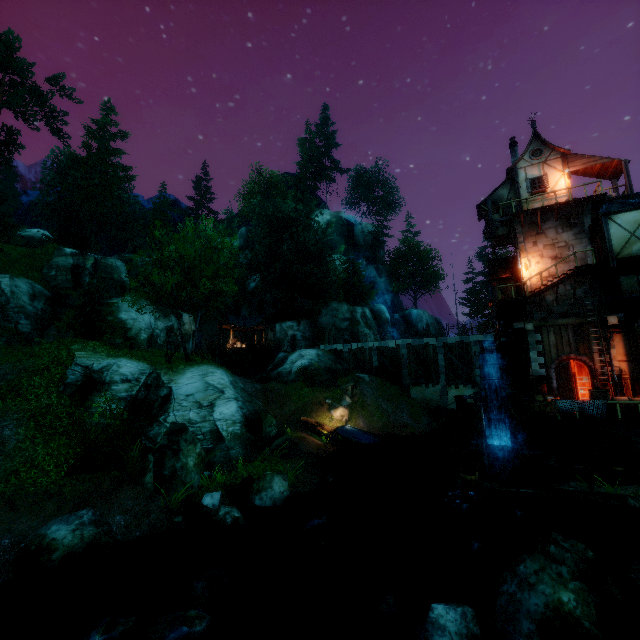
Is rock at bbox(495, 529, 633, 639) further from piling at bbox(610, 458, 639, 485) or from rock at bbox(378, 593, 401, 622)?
piling at bbox(610, 458, 639, 485)

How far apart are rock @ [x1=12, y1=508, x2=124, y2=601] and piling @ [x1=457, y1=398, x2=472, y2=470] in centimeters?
1974cm

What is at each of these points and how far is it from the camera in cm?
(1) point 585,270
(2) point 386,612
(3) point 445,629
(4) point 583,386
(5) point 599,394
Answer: (1) wooden platform, 1894
(2) rock, 865
(3) rock, 570
(4) door, 1905
(5) box, 1614

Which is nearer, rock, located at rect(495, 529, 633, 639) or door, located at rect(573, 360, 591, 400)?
rock, located at rect(495, 529, 633, 639)

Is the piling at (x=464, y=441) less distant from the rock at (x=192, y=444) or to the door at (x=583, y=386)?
the door at (x=583, y=386)

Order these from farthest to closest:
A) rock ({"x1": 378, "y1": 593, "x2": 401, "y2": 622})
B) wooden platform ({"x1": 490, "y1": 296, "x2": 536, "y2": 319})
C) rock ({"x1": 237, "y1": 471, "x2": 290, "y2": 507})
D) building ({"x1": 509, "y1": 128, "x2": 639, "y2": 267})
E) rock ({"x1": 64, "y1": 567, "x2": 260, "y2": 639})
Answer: wooden platform ({"x1": 490, "y1": 296, "x2": 536, "y2": 319}) → building ({"x1": 509, "y1": 128, "x2": 639, "y2": 267}) → rock ({"x1": 237, "y1": 471, "x2": 290, "y2": 507}) → rock ({"x1": 378, "y1": 593, "x2": 401, "y2": 622}) → rock ({"x1": 64, "y1": 567, "x2": 260, "y2": 639})

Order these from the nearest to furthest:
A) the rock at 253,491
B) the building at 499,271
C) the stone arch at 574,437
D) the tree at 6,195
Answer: the rock at 253,491 → the stone arch at 574,437 → the building at 499,271 → the tree at 6,195

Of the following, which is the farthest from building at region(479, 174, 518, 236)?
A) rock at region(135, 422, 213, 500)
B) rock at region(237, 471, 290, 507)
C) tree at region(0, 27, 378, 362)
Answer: rock at region(135, 422, 213, 500)
